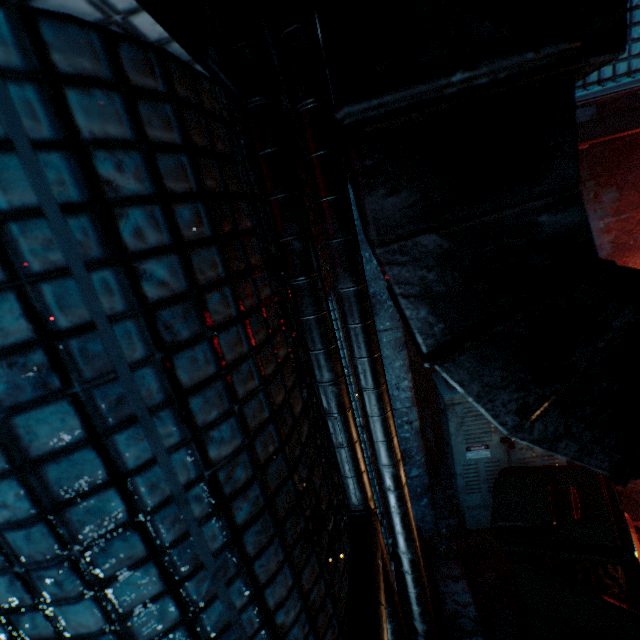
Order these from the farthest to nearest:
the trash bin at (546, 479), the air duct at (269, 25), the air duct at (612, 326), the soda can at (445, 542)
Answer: the soda can at (445, 542), the trash bin at (546, 479), the air duct at (269, 25), the air duct at (612, 326)

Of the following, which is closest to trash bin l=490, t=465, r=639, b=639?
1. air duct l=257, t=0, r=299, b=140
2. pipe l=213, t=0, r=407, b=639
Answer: pipe l=213, t=0, r=407, b=639

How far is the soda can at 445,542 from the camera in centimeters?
238cm

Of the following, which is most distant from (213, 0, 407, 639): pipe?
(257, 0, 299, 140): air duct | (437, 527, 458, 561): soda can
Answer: (437, 527, 458, 561): soda can

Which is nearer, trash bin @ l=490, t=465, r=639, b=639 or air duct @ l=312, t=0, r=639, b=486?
air duct @ l=312, t=0, r=639, b=486

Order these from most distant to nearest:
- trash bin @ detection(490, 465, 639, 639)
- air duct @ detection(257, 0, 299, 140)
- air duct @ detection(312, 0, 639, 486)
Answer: trash bin @ detection(490, 465, 639, 639)
air duct @ detection(257, 0, 299, 140)
air duct @ detection(312, 0, 639, 486)

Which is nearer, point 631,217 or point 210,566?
point 210,566
